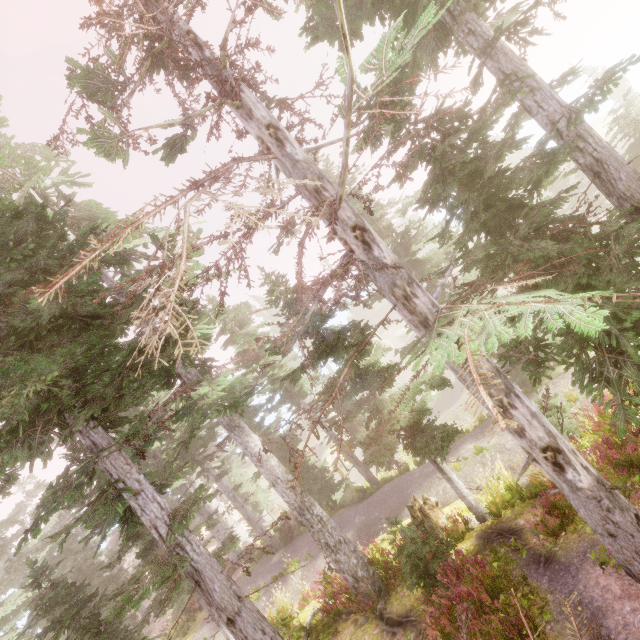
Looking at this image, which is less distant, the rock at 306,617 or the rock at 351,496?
the rock at 306,617

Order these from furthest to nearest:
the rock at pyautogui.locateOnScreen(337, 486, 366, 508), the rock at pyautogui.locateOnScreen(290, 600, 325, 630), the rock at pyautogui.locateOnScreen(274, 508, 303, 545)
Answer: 1. the rock at pyautogui.locateOnScreen(274, 508, 303, 545)
2. the rock at pyautogui.locateOnScreen(337, 486, 366, 508)
3. the rock at pyautogui.locateOnScreen(290, 600, 325, 630)

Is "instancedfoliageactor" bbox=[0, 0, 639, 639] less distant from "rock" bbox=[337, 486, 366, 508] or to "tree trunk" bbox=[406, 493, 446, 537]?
"rock" bbox=[337, 486, 366, 508]

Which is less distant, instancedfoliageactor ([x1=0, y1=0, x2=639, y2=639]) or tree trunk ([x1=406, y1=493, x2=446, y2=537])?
instancedfoliageactor ([x1=0, y1=0, x2=639, y2=639])

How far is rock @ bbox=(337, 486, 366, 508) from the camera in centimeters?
1988cm

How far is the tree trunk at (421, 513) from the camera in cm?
1049

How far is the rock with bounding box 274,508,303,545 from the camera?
20.9m

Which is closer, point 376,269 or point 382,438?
point 376,269
